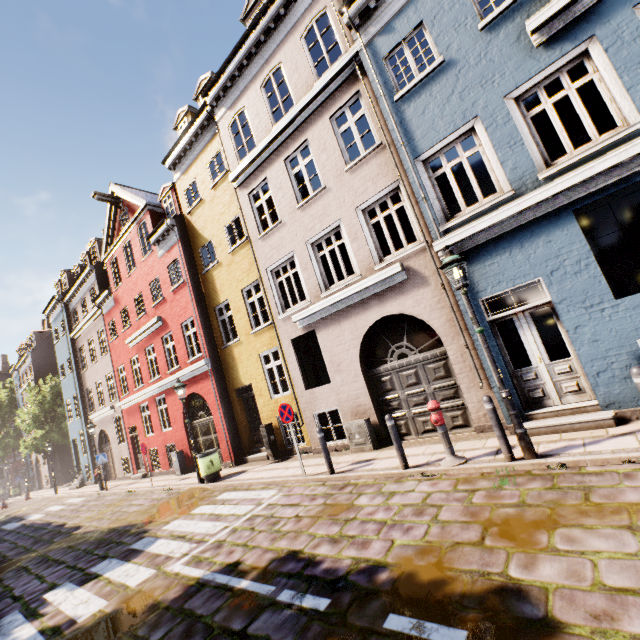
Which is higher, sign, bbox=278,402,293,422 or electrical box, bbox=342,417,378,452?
sign, bbox=278,402,293,422

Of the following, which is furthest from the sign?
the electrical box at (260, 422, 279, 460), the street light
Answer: the street light

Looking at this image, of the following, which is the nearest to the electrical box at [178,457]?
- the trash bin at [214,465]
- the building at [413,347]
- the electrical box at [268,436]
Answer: the building at [413,347]

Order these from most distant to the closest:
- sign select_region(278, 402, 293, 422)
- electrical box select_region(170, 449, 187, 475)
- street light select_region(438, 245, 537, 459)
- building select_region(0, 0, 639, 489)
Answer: electrical box select_region(170, 449, 187, 475)
sign select_region(278, 402, 293, 422)
building select_region(0, 0, 639, 489)
street light select_region(438, 245, 537, 459)

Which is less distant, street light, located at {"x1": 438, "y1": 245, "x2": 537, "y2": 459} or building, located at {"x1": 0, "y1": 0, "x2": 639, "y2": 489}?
street light, located at {"x1": 438, "y1": 245, "x2": 537, "y2": 459}

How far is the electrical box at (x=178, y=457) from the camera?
14.5m

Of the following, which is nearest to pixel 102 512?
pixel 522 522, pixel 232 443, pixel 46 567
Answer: pixel 46 567

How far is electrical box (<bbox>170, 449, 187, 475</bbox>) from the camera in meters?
14.5
